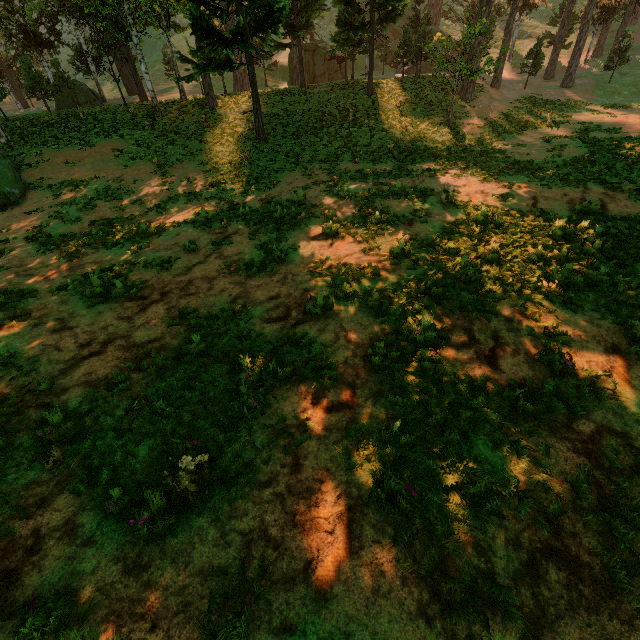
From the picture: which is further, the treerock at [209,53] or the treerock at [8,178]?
the treerock at [209,53]

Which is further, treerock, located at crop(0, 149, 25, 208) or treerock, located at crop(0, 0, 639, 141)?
treerock, located at crop(0, 0, 639, 141)

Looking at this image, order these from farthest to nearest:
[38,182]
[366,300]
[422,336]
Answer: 1. [38,182]
2. [366,300]
3. [422,336]

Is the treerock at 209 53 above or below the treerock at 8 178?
above

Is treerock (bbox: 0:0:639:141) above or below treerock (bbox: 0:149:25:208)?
above
